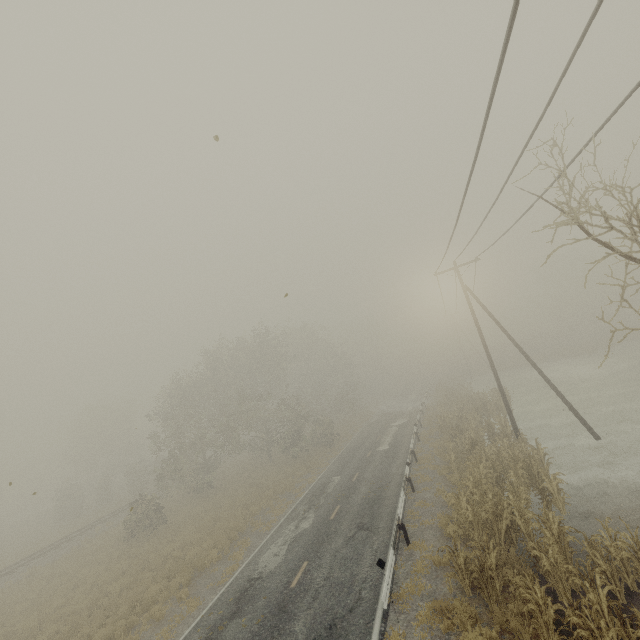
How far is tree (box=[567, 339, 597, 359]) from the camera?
45.3m

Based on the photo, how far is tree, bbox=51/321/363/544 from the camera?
29.8 meters

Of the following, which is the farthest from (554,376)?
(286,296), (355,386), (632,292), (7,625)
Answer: (7,625)

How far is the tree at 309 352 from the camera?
29.77m

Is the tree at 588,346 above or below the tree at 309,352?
below

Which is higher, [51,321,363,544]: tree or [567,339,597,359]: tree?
[51,321,363,544]: tree

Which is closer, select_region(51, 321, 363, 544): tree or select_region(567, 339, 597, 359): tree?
select_region(51, 321, 363, 544): tree
